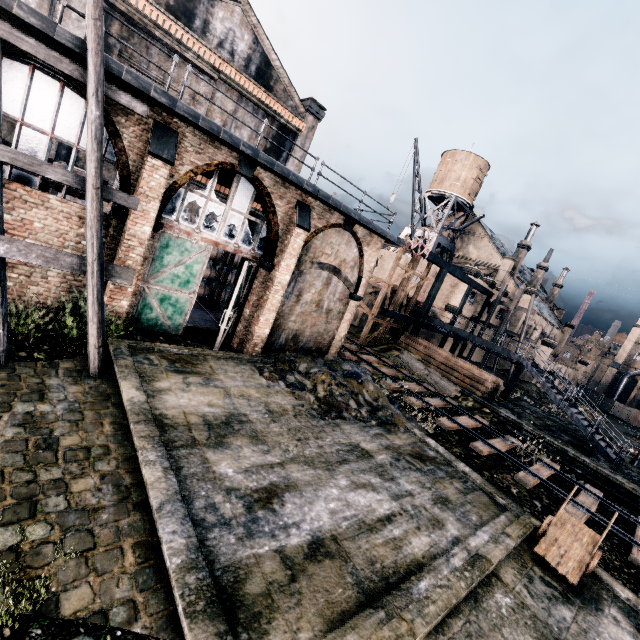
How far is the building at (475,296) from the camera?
36.94m

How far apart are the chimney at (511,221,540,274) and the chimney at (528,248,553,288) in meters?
9.5

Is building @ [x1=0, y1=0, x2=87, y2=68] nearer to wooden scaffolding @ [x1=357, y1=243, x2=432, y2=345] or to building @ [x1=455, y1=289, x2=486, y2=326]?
wooden scaffolding @ [x1=357, y1=243, x2=432, y2=345]

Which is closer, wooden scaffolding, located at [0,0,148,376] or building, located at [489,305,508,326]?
wooden scaffolding, located at [0,0,148,376]

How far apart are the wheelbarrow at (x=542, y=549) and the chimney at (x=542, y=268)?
56.35m

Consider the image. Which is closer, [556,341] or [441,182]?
[441,182]

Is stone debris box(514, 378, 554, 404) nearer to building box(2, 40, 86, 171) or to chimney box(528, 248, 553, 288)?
chimney box(528, 248, 553, 288)

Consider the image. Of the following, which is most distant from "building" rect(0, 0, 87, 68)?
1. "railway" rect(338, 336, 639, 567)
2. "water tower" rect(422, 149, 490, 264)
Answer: "water tower" rect(422, 149, 490, 264)
